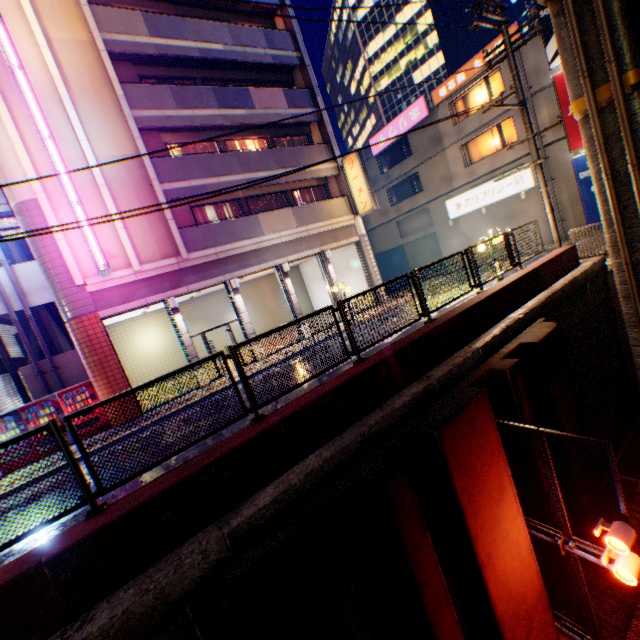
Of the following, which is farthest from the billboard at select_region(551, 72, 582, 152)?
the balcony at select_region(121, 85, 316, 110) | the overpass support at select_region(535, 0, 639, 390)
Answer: the balcony at select_region(121, 85, 316, 110)

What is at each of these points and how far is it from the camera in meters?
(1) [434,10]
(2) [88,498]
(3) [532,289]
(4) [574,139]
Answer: (1) building, 46.0
(2) metal fence, 4.0
(3) concrete block, 9.3
(4) billboard, 18.5

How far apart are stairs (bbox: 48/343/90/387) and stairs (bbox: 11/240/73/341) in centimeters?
57cm

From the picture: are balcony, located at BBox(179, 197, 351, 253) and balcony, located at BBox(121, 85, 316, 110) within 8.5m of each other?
yes

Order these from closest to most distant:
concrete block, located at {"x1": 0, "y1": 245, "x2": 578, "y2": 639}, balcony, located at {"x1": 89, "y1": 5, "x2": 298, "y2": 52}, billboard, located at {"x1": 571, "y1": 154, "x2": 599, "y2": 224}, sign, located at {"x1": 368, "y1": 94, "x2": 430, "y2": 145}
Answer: concrete block, located at {"x1": 0, "y1": 245, "x2": 578, "y2": 639} < balcony, located at {"x1": 89, "y1": 5, "x2": 298, "y2": 52} < billboard, located at {"x1": 571, "y1": 154, "x2": 599, "y2": 224} < sign, located at {"x1": 368, "y1": 94, "x2": 430, "y2": 145}

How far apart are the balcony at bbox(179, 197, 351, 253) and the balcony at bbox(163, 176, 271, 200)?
1.3m

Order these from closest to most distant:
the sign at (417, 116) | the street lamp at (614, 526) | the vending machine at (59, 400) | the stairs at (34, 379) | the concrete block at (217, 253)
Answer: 1. the street lamp at (614, 526)
2. the vending machine at (59, 400)
3. the concrete block at (217, 253)
4. the stairs at (34, 379)
5. the sign at (417, 116)

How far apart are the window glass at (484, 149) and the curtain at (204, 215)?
18.8m
